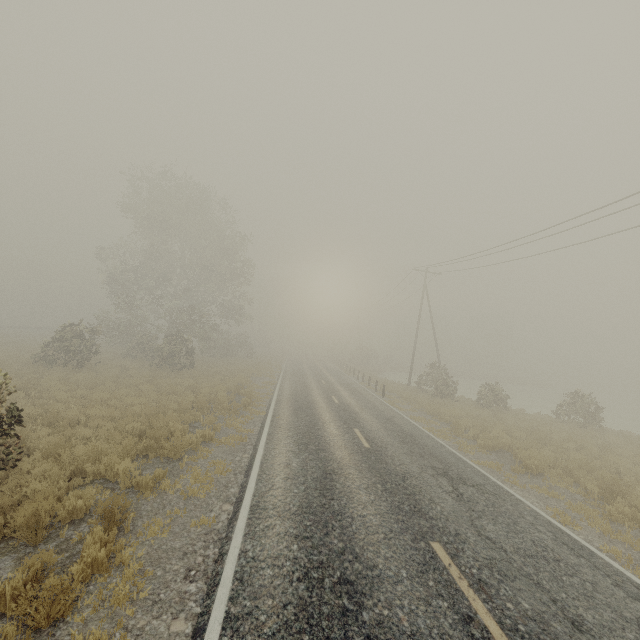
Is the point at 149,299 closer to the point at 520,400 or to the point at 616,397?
the point at 520,400
